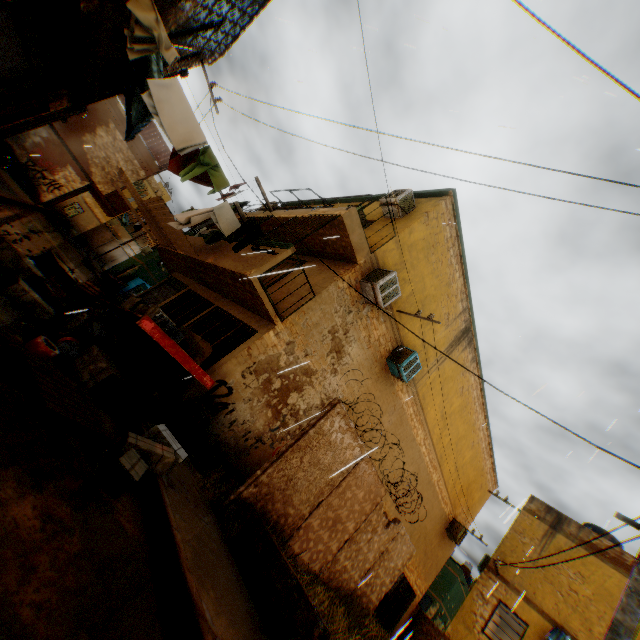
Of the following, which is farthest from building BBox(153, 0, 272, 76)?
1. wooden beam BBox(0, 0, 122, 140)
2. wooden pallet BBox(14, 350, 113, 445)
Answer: wooden pallet BBox(14, 350, 113, 445)

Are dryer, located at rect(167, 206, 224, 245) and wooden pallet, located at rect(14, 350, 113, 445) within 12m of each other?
yes

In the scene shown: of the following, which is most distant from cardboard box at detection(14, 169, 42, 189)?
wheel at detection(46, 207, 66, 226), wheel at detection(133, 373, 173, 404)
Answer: wheel at detection(46, 207, 66, 226)

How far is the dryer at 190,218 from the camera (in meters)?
8.23

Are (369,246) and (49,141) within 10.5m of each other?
no

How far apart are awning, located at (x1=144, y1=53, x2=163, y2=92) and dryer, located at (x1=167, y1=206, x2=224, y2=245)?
1.6m

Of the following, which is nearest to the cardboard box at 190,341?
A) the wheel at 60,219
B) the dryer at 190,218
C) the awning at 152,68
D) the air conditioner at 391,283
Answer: the dryer at 190,218

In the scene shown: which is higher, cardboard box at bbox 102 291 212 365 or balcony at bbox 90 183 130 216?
balcony at bbox 90 183 130 216
